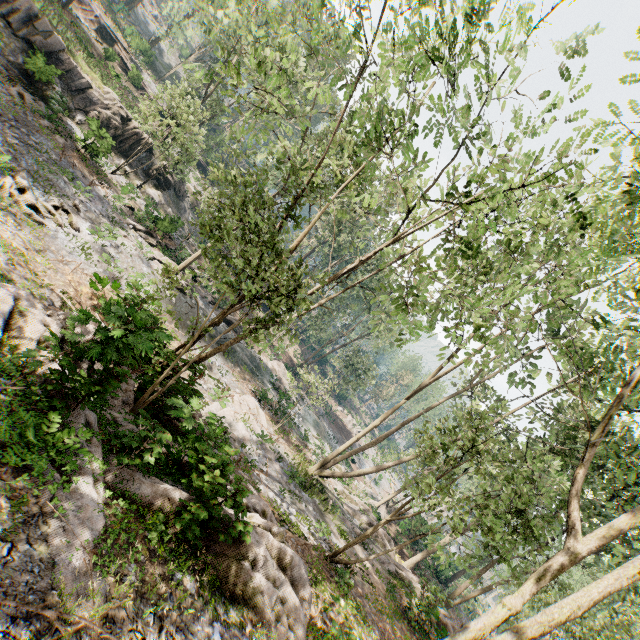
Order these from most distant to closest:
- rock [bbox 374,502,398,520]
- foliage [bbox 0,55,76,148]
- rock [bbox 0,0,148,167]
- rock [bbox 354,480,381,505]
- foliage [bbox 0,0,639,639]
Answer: rock [bbox 354,480,381,505]
rock [bbox 374,502,398,520]
rock [bbox 0,0,148,167]
foliage [bbox 0,55,76,148]
foliage [bbox 0,0,639,639]

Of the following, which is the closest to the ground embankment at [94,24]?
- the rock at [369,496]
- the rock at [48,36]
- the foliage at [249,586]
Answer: the foliage at [249,586]

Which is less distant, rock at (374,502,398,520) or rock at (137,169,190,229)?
rock at (137,169,190,229)

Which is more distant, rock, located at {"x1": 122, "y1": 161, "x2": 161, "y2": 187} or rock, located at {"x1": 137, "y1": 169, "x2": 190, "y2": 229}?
rock, located at {"x1": 122, "y1": 161, "x2": 161, "y2": 187}

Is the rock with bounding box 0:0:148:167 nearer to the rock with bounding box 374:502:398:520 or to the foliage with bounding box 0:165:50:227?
the foliage with bounding box 0:165:50:227

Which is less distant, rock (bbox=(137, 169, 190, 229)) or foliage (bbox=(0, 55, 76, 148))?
foliage (bbox=(0, 55, 76, 148))

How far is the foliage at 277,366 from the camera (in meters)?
22.94

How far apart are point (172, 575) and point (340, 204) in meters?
35.0
